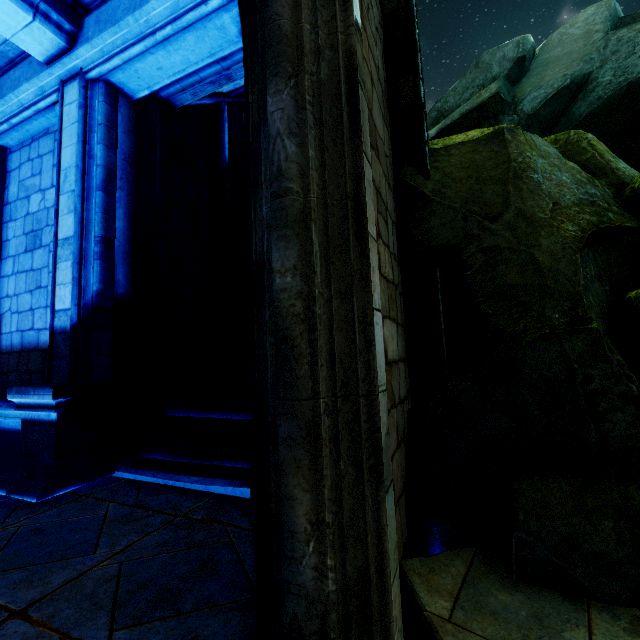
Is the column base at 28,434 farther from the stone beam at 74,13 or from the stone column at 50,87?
the stone beam at 74,13

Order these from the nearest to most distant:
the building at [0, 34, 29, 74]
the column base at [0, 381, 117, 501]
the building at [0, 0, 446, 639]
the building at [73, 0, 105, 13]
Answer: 1. the building at [0, 0, 446, 639]
2. the column base at [0, 381, 117, 501]
3. the building at [73, 0, 105, 13]
4. the building at [0, 34, 29, 74]

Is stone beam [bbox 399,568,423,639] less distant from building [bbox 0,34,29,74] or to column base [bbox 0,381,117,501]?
building [bbox 0,34,29,74]

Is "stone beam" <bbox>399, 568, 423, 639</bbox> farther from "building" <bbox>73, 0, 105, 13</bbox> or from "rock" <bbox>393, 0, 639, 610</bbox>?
"rock" <bbox>393, 0, 639, 610</bbox>

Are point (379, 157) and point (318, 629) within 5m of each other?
yes

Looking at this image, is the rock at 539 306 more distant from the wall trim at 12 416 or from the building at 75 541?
the wall trim at 12 416

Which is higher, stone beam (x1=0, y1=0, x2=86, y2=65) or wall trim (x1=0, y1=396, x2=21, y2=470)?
stone beam (x1=0, y1=0, x2=86, y2=65)

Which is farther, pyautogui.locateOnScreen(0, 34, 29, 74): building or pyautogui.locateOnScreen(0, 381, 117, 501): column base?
pyautogui.locateOnScreen(0, 34, 29, 74): building
